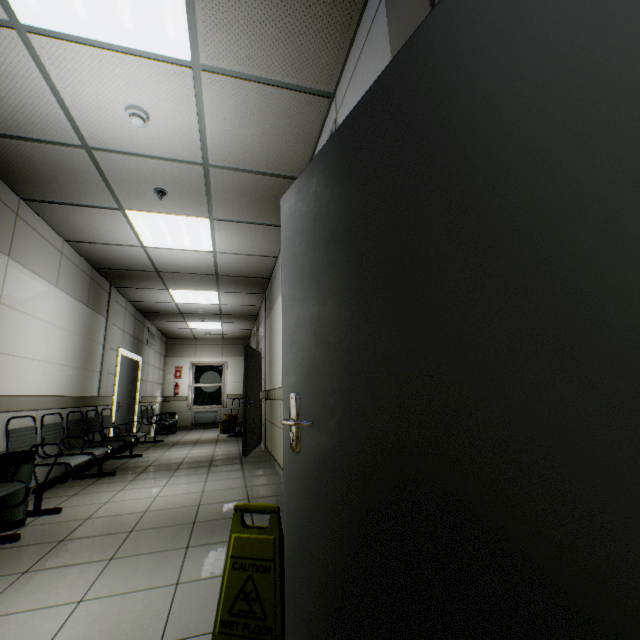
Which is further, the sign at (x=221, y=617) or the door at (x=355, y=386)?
the sign at (x=221, y=617)

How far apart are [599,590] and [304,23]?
2.7m

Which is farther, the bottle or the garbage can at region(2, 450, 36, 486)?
the bottle

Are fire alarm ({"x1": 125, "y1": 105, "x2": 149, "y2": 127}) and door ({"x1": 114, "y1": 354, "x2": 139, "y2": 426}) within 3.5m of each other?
no

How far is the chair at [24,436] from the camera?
3.3m

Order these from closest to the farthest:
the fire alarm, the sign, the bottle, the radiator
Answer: the sign
the fire alarm
the bottle
the radiator

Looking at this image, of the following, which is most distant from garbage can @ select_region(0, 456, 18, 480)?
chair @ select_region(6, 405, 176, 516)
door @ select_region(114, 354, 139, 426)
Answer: door @ select_region(114, 354, 139, 426)

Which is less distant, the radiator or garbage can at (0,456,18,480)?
garbage can at (0,456,18,480)
